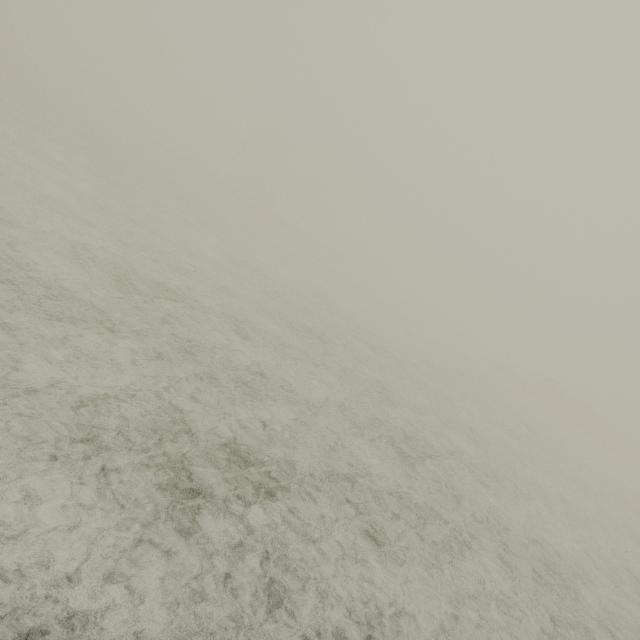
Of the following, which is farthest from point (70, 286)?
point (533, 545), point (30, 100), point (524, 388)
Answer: point (524, 388)
